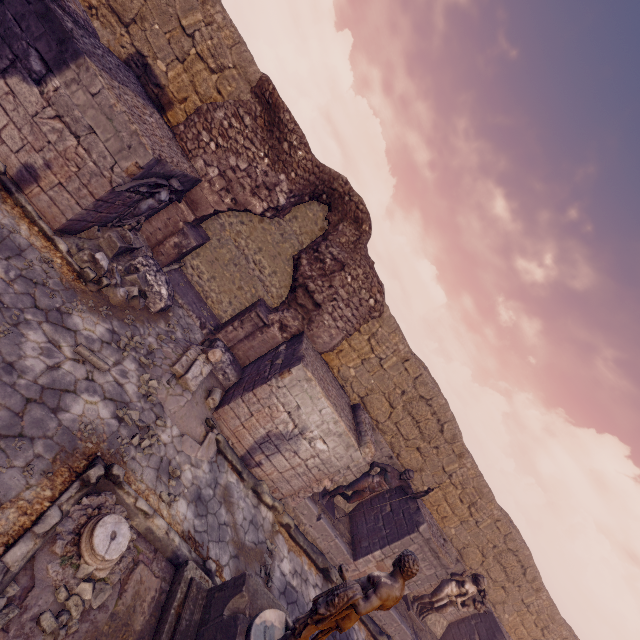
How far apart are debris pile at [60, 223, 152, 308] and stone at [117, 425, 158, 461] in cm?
237

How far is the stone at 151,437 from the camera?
5.03m

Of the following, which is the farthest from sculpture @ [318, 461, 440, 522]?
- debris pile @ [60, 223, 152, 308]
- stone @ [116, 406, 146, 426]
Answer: debris pile @ [60, 223, 152, 308]

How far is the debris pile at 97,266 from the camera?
6.2 meters

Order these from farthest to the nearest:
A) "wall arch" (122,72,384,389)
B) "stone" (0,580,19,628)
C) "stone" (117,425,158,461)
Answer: "wall arch" (122,72,384,389)
"stone" (117,425,158,461)
"stone" (0,580,19,628)

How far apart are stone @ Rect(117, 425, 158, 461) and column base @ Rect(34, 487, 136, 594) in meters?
0.9

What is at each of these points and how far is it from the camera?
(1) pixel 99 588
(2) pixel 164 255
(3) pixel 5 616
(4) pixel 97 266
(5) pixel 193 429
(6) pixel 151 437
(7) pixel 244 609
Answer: (1) stone, 3.58m
(2) wall arch, 8.73m
(3) stone, 2.94m
(4) debris pile, 6.27m
(5) debris pile, 6.75m
(6) stone, 5.57m
(7) pedestal, 4.09m

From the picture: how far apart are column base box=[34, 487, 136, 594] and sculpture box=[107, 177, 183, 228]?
5.0m
